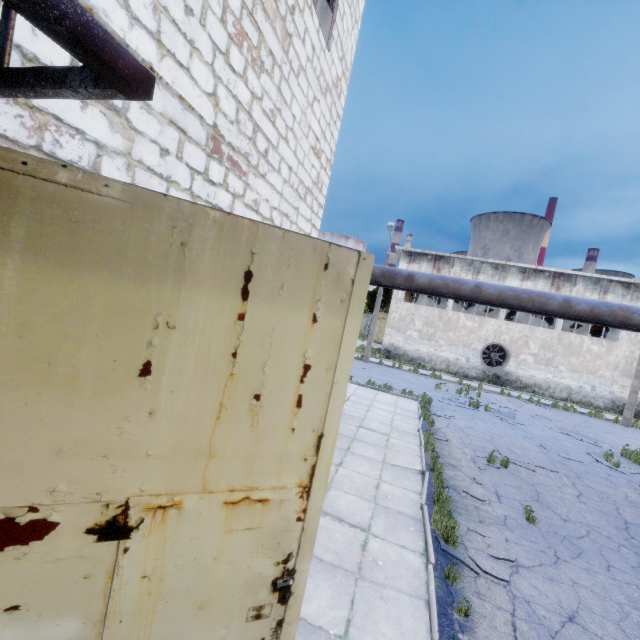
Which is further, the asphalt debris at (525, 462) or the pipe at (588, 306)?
the asphalt debris at (525, 462)

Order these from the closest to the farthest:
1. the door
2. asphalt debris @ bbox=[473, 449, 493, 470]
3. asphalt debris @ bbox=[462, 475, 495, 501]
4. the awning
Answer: the awning, the door, asphalt debris @ bbox=[462, 475, 495, 501], asphalt debris @ bbox=[473, 449, 493, 470]

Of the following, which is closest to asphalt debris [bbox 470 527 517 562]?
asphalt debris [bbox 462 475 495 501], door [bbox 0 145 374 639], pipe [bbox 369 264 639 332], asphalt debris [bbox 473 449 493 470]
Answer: asphalt debris [bbox 462 475 495 501]

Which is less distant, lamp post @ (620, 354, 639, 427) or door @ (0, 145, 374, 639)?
door @ (0, 145, 374, 639)

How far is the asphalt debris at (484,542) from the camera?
5.73m

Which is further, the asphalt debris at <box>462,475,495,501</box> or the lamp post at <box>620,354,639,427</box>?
the lamp post at <box>620,354,639,427</box>

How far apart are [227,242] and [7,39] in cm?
115

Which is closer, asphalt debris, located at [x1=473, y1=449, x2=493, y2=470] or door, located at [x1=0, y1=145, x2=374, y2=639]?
door, located at [x1=0, y1=145, x2=374, y2=639]
